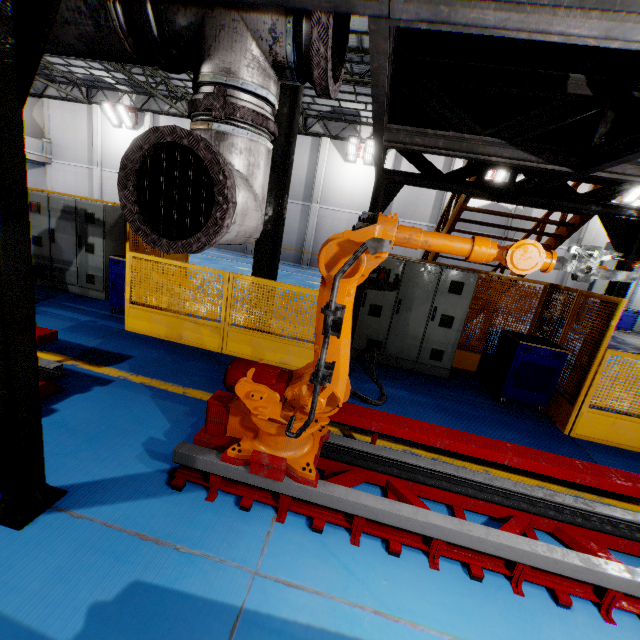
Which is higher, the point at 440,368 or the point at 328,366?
the point at 328,366

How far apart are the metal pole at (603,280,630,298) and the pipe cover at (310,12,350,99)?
4.9m

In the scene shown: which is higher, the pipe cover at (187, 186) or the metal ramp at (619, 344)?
the pipe cover at (187, 186)

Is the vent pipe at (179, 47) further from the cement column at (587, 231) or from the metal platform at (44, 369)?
the cement column at (587, 231)

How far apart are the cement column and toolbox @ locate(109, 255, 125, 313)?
21.54m

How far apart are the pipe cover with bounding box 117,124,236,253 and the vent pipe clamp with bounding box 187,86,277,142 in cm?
25

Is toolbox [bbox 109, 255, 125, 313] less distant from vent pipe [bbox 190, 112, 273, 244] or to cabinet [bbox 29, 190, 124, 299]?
cabinet [bbox 29, 190, 124, 299]

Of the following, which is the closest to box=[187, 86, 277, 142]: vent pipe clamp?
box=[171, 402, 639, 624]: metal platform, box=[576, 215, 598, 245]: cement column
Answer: box=[171, 402, 639, 624]: metal platform
